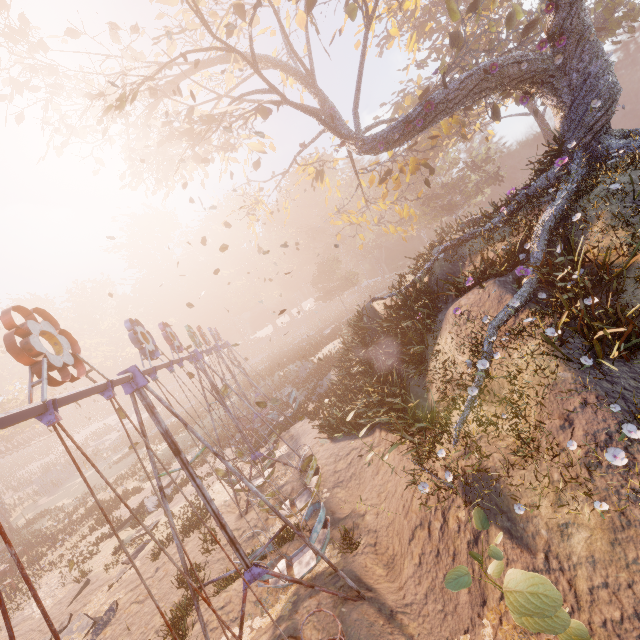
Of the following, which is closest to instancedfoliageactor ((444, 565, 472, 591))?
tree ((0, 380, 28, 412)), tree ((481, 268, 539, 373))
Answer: tree ((481, 268, 539, 373))

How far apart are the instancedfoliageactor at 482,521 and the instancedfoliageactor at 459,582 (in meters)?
1.04

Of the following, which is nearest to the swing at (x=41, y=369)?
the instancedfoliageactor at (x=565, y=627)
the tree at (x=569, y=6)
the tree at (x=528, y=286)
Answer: the instancedfoliageactor at (x=565, y=627)

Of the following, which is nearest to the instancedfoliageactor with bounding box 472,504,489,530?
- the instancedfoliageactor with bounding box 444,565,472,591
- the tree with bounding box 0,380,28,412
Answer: the instancedfoliageactor with bounding box 444,565,472,591

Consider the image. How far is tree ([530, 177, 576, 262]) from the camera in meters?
9.4

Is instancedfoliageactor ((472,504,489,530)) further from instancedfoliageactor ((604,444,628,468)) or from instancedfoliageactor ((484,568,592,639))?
instancedfoliageactor ((604,444,628,468))

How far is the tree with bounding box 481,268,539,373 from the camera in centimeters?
810cm

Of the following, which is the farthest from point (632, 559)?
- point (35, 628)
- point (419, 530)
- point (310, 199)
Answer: point (310, 199)
